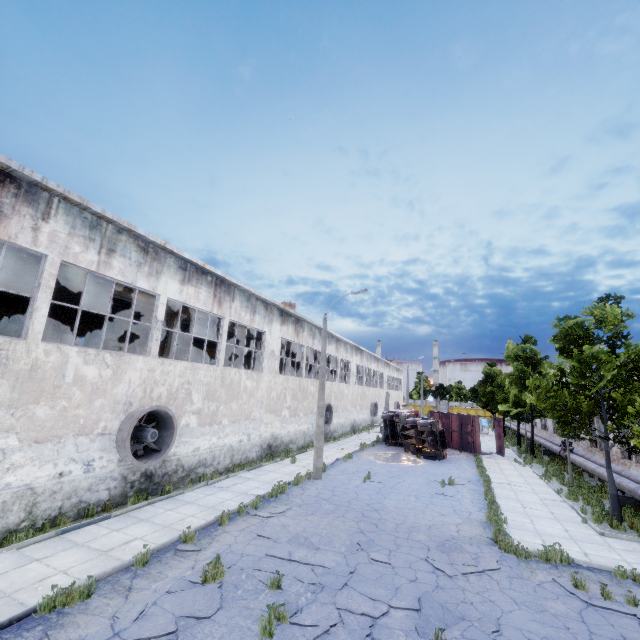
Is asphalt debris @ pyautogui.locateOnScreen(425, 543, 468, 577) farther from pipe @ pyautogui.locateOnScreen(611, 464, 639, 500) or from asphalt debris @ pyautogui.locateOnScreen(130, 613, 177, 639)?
pipe @ pyautogui.locateOnScreen(611, 464, 639, 500)

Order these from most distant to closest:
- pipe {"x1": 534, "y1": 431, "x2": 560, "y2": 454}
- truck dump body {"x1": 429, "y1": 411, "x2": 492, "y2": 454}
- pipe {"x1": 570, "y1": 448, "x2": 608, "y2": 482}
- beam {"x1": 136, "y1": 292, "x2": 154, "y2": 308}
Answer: truck dump body {"x1": 429, "y1": 411, "x2": 492, "y2": 454} < pipe {"x1": 534, "y1": 431, "x2": 560, "y2": 454} < pipe {"x1": 570, "y1": 448, "x2": 608, "y2": 482} < beam {"x1": 136, "y1": 292, "x2": 154, "y2": 308}

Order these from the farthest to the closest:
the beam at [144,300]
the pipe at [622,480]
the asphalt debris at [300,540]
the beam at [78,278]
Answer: the beam at [144,300]
the pipe at [622,480]
the beam at [78,278]
the asphalt debris at [300,540]

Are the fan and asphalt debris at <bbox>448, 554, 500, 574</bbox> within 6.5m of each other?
no

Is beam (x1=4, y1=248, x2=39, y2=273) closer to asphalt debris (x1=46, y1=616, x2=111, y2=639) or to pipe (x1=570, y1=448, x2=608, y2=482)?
asphalt debris (x1=46, y1=616, x2=111, y2=639)

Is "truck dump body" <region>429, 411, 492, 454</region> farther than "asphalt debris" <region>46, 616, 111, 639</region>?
Yes

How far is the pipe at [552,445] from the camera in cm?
2446

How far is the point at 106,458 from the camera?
11.12m
